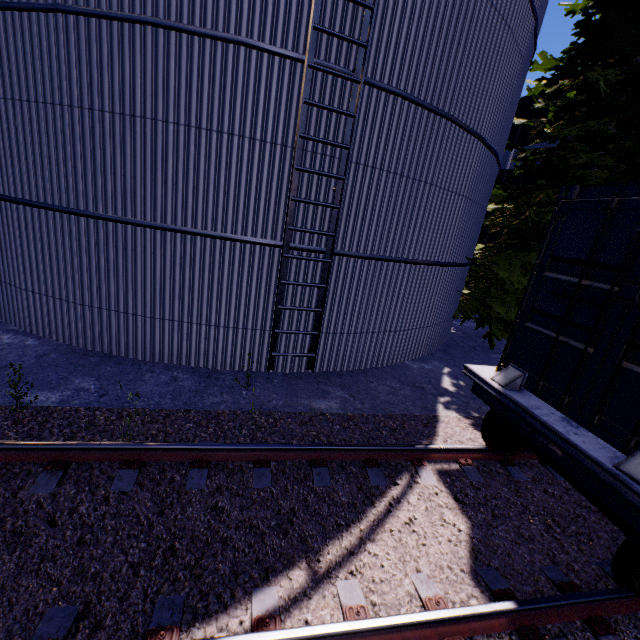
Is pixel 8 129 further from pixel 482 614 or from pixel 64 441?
pixel 482 614

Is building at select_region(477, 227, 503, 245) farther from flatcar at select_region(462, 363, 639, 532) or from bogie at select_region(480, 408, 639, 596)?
bogie at select_region(480, 408, 639, 596)

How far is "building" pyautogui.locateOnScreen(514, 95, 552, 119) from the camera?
15.42m

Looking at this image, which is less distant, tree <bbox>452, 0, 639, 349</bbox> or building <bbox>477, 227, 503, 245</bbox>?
tree <bbox>452, 0, 639, 349</bbox>

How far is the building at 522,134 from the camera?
15.3 meters

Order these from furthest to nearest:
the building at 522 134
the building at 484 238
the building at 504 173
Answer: the building at 484 238 → the building at 504 173 → the building at 522 134

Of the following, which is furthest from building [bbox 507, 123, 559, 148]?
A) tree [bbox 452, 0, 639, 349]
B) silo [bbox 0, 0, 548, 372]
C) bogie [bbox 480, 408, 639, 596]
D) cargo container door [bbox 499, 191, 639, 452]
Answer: bogie [bbox 480, 408, 639, 596]

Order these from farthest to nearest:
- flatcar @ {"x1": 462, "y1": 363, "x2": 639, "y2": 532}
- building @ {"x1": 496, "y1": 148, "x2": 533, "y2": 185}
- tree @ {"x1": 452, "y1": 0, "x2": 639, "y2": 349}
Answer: building @ {"x1": 496, "y1": 148, "x2": 533, "y2": 185} < tree @ {"x1": 452, "y1": 0, "x2": 639, "y2": 349} < flatcar @ {"x1": 462, "y1": 363, "x2": 639, "y2": 532}
